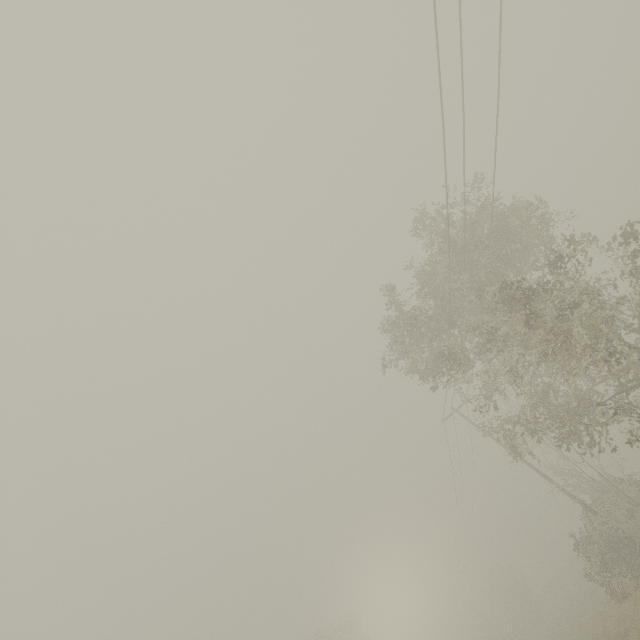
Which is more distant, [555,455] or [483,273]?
[555,455]

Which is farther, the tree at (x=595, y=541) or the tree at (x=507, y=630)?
the tree at (x=507, y=630)

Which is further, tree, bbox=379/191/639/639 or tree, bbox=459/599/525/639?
tree, bbox=459/599/525/639
